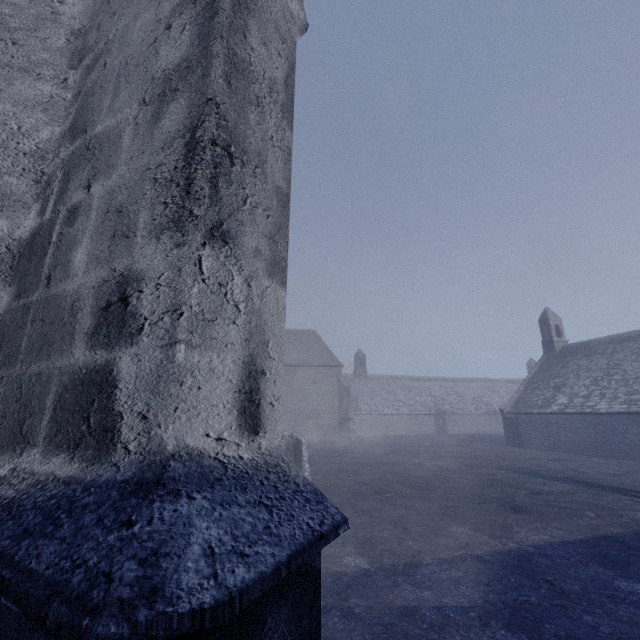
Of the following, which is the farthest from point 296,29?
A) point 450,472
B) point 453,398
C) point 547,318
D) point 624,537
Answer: point 453,398
